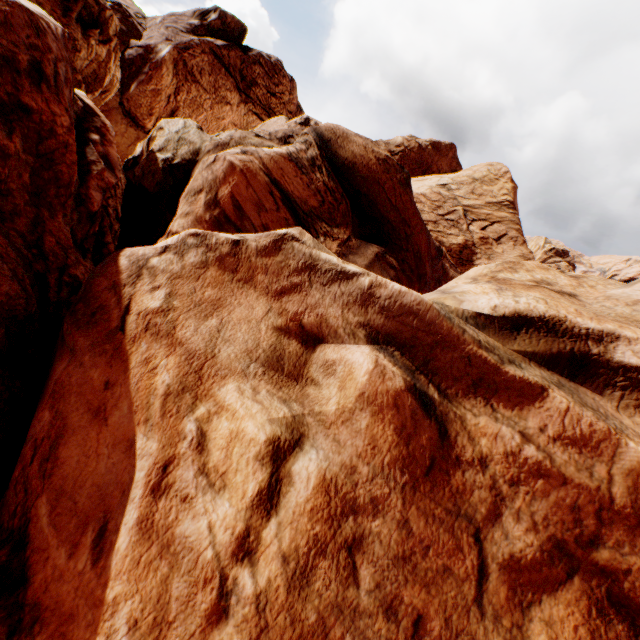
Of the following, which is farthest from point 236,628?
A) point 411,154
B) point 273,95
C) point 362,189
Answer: point 411,154
